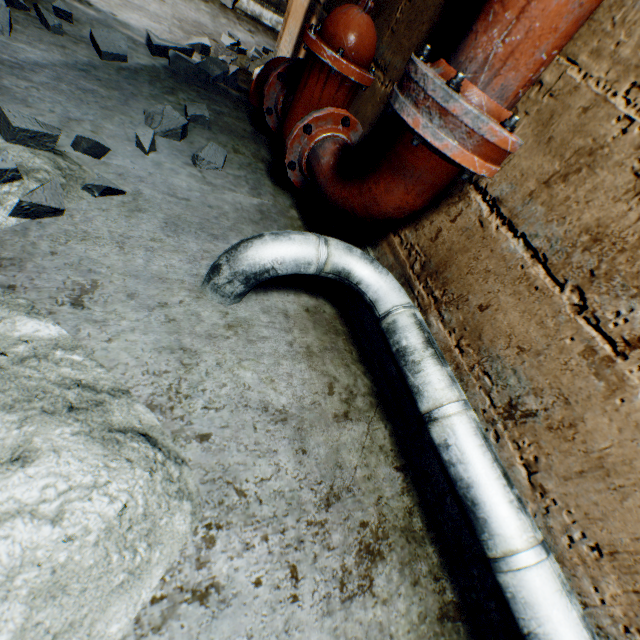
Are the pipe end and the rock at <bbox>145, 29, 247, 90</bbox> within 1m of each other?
no

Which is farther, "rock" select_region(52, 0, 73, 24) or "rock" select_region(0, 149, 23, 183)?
"rock" select_region(52, 0, 73, 24)

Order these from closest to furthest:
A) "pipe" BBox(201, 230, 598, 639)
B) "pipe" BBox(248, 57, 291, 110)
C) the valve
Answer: "pipe" BBox(201, 230, 598, 639) → the valve → "pipe" BBox(248, 57, 291, 110)

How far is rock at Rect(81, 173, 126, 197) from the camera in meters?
1.0 m

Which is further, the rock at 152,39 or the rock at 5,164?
the rock at 152,39

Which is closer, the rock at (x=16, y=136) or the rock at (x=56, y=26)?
the rock at (x=16, y=136)

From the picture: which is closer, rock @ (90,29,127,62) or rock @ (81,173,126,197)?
rock @ (81,173,126,197)

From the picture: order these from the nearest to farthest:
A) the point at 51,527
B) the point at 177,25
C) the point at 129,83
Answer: the point at 51,527, the point at 129,83, the point at 177,25
